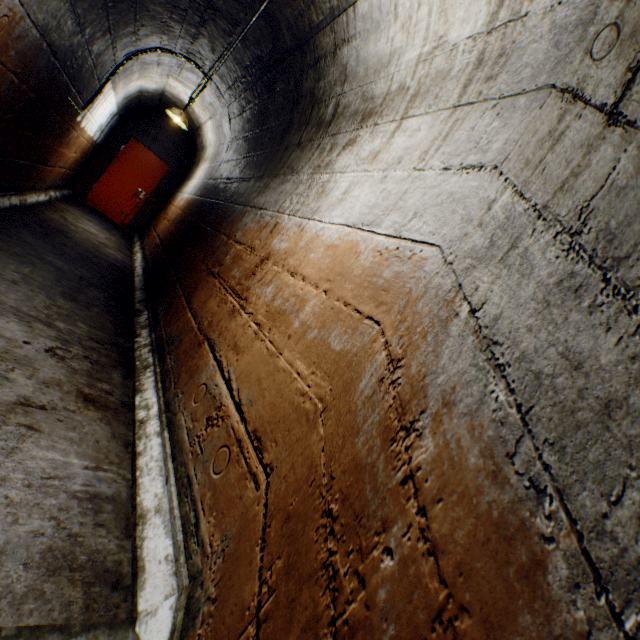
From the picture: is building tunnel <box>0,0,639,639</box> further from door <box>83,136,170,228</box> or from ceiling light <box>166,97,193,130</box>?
door <box>83,136,170,228</box>

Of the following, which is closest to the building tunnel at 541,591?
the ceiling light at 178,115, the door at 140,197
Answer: the ceiling light at 178,115

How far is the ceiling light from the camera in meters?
5.8 m

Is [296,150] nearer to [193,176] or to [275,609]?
[275,609]

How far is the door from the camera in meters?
8.2 m

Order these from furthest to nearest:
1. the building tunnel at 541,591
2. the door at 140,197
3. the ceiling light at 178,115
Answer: the door at 140,197 < the ceiling light at 178,115 < the building tunnel at 541,591

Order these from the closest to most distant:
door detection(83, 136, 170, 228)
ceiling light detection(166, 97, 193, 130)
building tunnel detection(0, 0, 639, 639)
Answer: building tunnel detection(0, 0, 639, 639)
ceiling light detection(166, 97, 193, 130)
door detection(83, 136, 170, 228)

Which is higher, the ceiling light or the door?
the ceiling light
